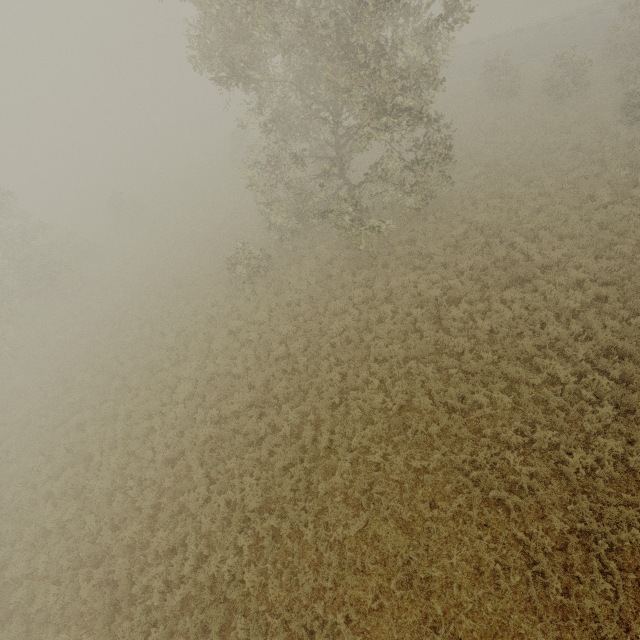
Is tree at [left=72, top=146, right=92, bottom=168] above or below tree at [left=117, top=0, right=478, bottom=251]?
below

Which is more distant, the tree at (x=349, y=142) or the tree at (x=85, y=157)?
the tree at (x=85, y=157)

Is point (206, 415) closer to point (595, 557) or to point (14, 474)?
point (14, 474)

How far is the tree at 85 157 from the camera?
57.34m

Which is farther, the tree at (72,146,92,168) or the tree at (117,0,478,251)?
the tree at (72,146,92,168)

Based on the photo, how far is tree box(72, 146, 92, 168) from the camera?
57.34m
